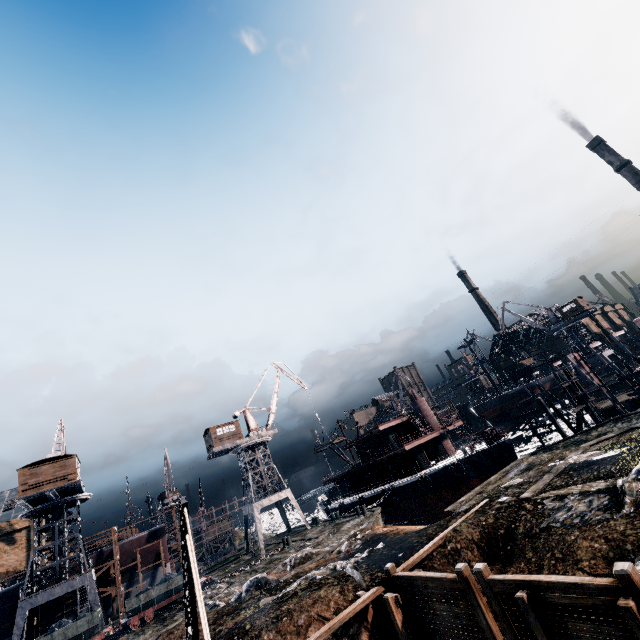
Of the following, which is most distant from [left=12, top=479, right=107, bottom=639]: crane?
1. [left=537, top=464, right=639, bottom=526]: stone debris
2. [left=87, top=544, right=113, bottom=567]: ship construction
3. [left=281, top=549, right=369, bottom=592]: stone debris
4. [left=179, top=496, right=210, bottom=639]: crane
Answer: [left=537, top=464, right=639, bottom=526]: stone debris

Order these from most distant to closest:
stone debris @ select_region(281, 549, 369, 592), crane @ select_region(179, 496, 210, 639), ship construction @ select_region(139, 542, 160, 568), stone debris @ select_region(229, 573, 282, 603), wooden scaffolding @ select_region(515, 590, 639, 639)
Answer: ship construction @ select_region(139, 542, 160, 568), stone debris @ select_region(229, 573, 282, 603), stone debris @ select_region(281, 549, 369, 592), wooden scaffolding @ select_region(515, 590, 639, 639), crane @ select_region(179, 496, 210, 639)

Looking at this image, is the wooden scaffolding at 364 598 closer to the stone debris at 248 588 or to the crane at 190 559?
the crane at 190 559

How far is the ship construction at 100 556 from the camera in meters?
42.7 m

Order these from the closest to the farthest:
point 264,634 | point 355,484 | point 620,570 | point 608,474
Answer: point 620,570
point 264,634
point 608,474
point 355,484

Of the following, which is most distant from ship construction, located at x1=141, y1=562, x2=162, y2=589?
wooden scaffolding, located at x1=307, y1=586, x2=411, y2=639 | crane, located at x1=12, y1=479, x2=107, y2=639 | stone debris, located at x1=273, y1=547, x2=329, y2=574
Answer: wooden scaffolding, located at x1=307, y1=586, x2=411, y2=639

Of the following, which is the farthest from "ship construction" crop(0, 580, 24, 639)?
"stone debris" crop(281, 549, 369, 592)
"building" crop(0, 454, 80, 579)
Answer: "stone debris" crop(281, 549, 369, 592)

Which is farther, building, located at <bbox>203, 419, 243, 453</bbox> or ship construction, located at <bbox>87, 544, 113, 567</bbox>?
building, located at <bbox>203, 419, 243, 453</bbox>
